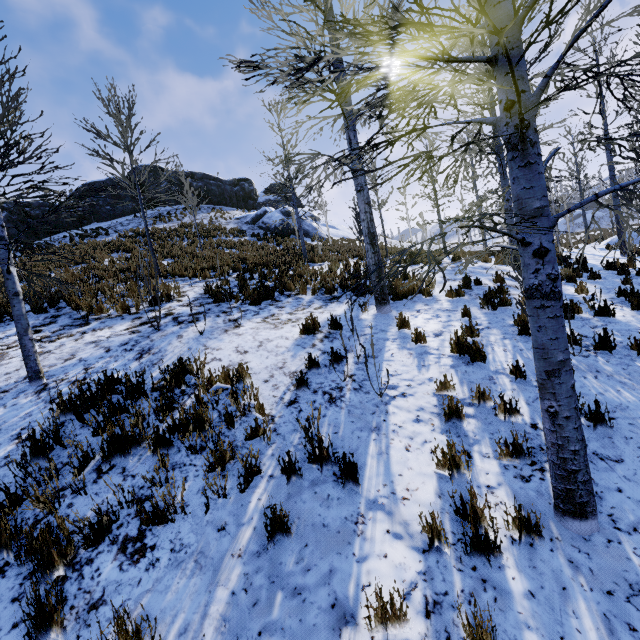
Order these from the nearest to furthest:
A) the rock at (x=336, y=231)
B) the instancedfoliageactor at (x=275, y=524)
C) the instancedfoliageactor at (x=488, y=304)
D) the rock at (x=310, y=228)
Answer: the instancedfoliageactor at (x=275, y=524) < the instancedfoliageactor at (x=488, y=304) < the rock at (x=310, y=228) < the rock at (x=336, y=231)

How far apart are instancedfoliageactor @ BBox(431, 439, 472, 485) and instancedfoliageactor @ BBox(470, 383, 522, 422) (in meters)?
1.04

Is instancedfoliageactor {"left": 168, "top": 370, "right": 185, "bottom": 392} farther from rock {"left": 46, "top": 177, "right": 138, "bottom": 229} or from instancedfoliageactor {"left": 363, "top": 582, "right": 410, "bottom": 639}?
rock {"left": 46, "top": 177, "right": 138, "bottom": 229}

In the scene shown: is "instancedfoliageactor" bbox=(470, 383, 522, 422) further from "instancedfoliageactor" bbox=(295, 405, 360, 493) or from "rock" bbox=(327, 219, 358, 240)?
"rock" bbox=(327, 219, 358, 240)

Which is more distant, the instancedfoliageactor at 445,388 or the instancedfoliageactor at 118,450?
the instancedfoliageactor at 445,388

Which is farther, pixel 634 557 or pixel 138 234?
pixel 138 234

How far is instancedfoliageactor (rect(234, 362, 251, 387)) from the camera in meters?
4.5 m
